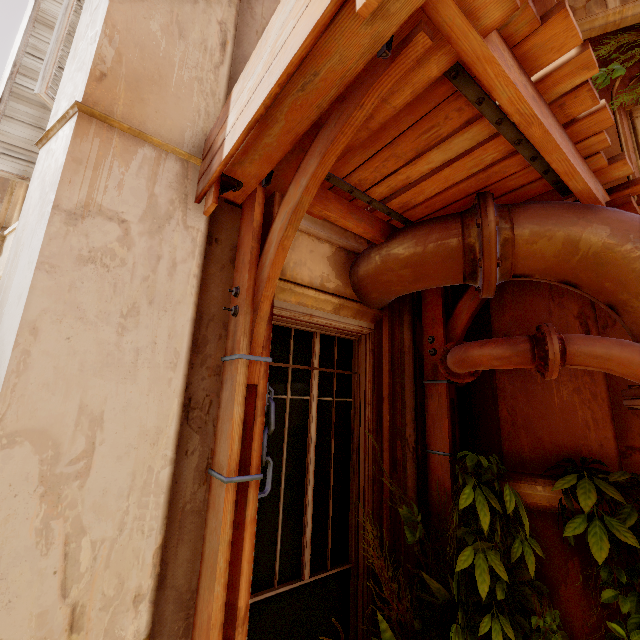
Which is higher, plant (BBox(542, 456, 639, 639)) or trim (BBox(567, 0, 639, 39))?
trim (BBox(567, 0, 639, 39))

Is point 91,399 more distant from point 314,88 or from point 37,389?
point 314,88

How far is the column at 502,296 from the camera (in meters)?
2.37

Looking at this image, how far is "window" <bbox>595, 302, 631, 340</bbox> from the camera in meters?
2.4

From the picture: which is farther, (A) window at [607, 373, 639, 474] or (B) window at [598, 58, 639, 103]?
(B) window at [598, 58, 639, 103]

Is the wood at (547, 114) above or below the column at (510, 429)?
above

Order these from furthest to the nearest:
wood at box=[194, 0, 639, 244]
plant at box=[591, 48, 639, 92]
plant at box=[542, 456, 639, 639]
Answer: plant at box=[591, 48, 639, 92] → plant at box=[542, 456, 639, 639] → wood at box=[194, 0, 639, 244]

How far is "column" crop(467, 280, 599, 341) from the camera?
2.37m
